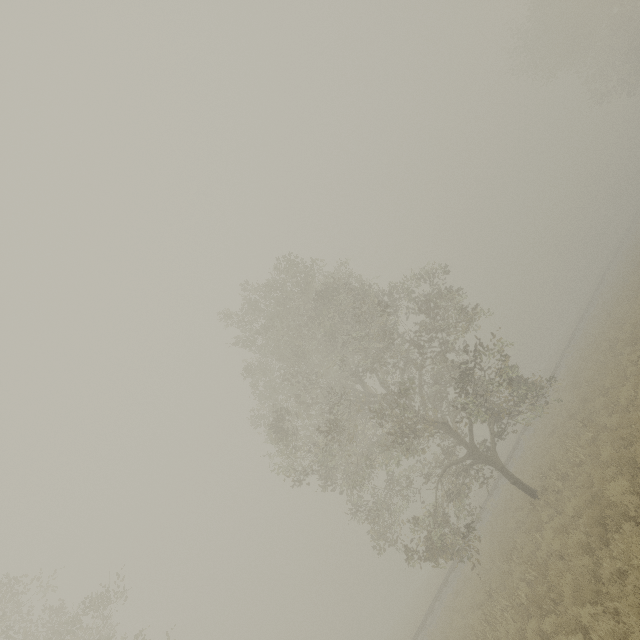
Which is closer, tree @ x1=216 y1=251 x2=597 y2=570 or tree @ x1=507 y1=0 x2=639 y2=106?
tree @ x1=216 y1=251 x2=597 y2=570

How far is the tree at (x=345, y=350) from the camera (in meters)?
14.24

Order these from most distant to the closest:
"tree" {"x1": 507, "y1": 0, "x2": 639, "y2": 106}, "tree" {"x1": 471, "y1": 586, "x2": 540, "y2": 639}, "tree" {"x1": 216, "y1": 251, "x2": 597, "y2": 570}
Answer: "tree" {"x1": 507, "y1": 0, "x2": 639, "y2": 106} < "tree" {"x1": 216, "y1": 251, "x2": 597, "y2": 570} < "tree" {"x1": 471, "y1": 586, "x2": 540, "y2": 639}

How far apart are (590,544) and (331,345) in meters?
13.9 m

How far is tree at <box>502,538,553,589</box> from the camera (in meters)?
9.90

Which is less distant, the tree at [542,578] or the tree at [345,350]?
the tree at [542,578]

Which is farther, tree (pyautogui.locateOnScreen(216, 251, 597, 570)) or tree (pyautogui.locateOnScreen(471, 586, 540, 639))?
tree (pyautogui.locateOnScreen(216, 251, 597, 570))
